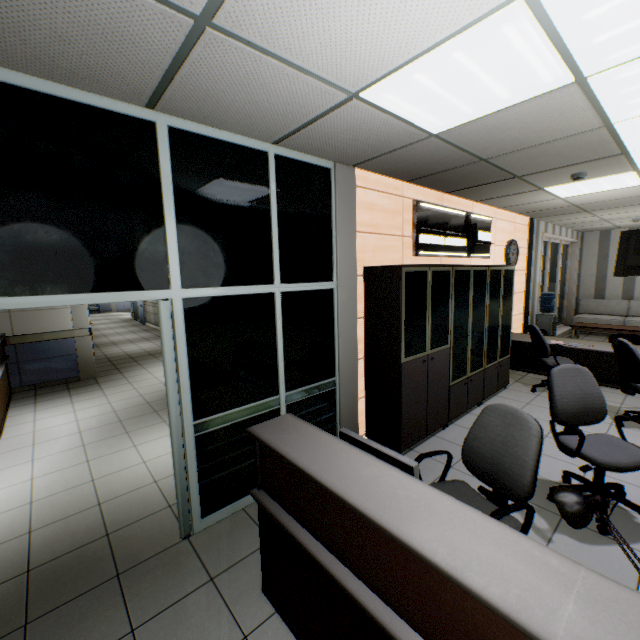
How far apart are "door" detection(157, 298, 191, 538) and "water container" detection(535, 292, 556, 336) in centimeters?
752cm

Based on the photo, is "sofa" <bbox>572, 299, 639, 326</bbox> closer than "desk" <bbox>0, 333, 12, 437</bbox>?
No

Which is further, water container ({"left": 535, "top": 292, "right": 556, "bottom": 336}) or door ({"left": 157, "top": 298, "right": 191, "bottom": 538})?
water container ({"left": 535, "top": 292, "right": 556, "bottom": 336})

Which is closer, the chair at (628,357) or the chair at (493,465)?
the chair at (493,465)

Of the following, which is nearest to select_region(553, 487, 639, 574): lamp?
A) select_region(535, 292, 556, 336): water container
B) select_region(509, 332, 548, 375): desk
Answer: select_region(509, 332, 548, 375): desk

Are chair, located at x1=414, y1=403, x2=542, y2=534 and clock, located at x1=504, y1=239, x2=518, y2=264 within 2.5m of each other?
no

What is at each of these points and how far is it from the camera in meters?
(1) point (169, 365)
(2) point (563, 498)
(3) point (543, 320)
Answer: (1) door, 2.5 m
(2) lamp, 1.3 m
(3) water container, 7.8 m

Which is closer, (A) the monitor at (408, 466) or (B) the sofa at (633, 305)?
(A) the monitor at (408, 466)
